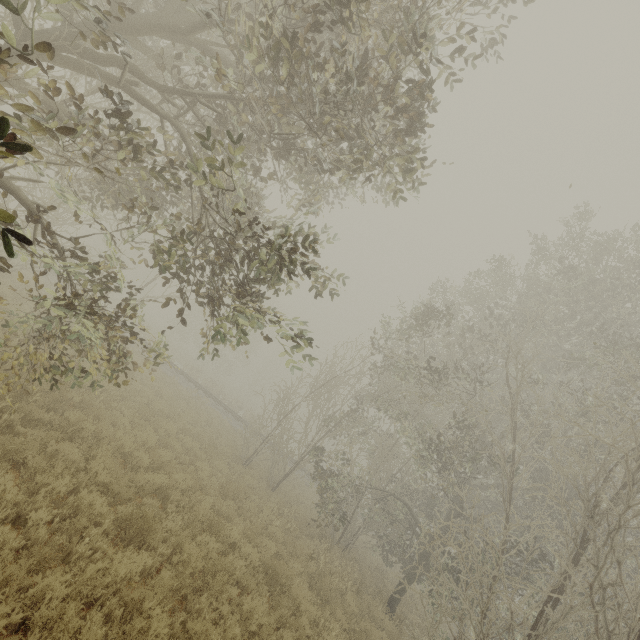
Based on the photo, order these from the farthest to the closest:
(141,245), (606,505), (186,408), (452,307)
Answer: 1. (141,245)
2. (186,408)
3. (452,307)
4. (606,505)
